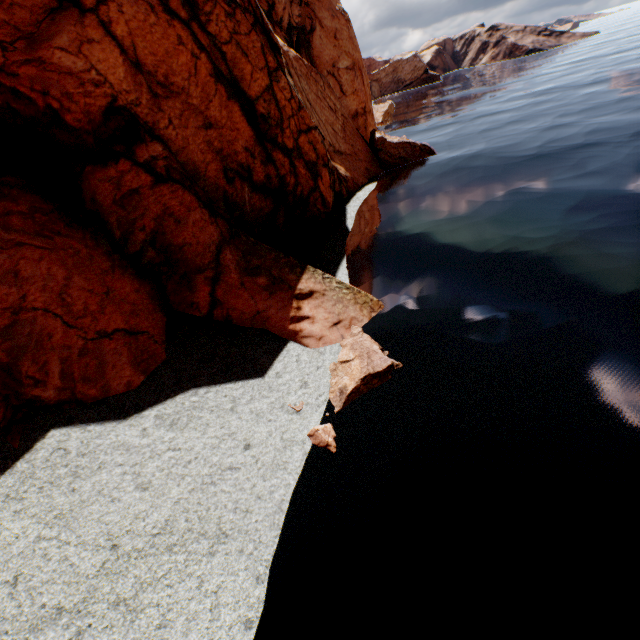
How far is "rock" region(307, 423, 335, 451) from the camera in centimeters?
795cm

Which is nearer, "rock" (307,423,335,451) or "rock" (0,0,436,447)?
"rock" (307,423,335,451)

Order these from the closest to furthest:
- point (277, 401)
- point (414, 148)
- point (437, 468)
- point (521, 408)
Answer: point (437, 468), point (521, 408), point (277, 401), point (414, 148)

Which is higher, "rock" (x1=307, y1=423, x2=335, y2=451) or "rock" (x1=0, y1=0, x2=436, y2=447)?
"rock" (x1=0, y1=0, x2=436, y2=447)

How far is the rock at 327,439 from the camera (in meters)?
7.95

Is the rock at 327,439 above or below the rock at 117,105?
below
